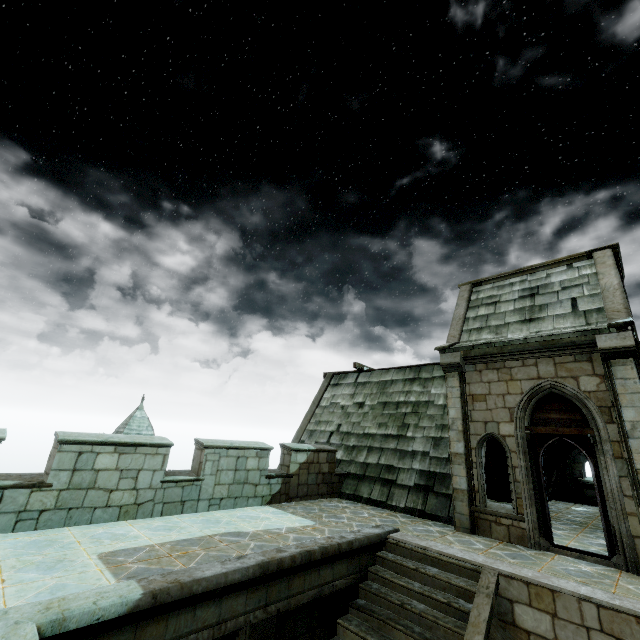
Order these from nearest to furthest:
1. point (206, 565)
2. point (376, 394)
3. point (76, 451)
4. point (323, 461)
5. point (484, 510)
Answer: point (206, 565), point (76, 451), point (484, 510), point (323, 461), point (376, 394)
